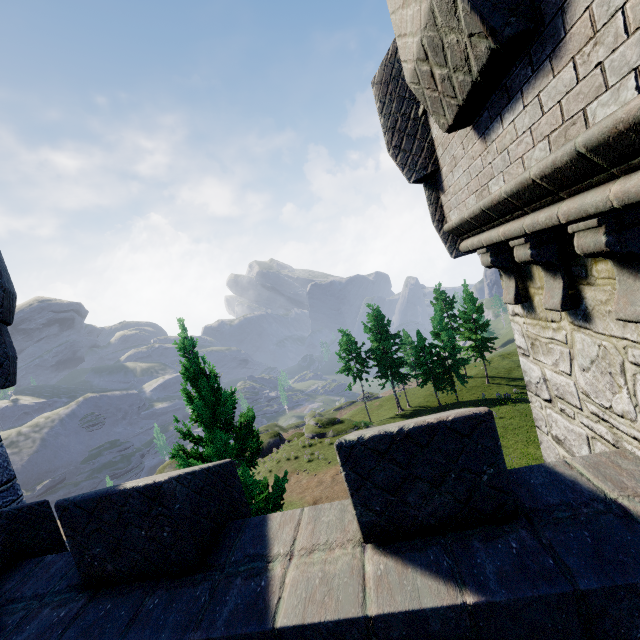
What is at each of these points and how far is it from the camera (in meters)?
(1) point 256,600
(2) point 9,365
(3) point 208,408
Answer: (1) building, 2.64
(2) building, 6.55
(3) instancedfoliageactor, 9.83

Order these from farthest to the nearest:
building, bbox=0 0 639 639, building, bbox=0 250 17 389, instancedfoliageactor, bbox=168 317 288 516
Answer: instancedfoliageactor, bbox=168 317 288 516, building, bbox=0 250 17 389, building, bbox=0 0 639 639

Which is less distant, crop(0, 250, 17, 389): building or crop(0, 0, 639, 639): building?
crop(0, 0, 639, 639): building

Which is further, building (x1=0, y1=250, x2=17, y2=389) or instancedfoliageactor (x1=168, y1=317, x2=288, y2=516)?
instancedfoliageactor (x1=168, y1=317, x2=288, y2=516)

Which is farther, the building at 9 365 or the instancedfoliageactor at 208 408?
the instancedfoliageactor at 208 408

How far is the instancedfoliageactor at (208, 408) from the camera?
9.4m

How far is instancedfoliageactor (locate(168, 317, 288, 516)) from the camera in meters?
9.4
